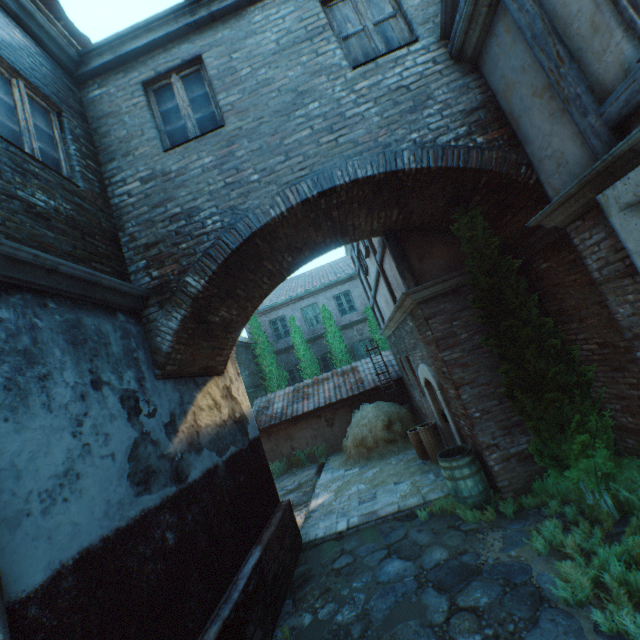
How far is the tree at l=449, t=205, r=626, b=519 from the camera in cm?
414

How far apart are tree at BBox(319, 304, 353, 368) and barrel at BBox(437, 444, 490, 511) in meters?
10.4 m

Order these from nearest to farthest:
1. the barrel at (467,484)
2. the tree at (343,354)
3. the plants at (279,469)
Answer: the barrel at (467,484) < the plants at (279,469) < the tree at (343,354)

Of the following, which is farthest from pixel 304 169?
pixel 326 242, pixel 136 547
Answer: pixel 136 547

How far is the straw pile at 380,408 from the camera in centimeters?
1027cm

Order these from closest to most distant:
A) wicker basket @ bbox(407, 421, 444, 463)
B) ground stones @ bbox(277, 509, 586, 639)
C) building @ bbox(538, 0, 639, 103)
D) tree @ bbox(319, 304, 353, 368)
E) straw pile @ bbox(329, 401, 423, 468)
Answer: building @ bbox(538, 0, 639, 103) → ground stones @ bbox(277, 509, 586, 639) → wicker basket @ bbox(407, 421, 444, 463) → straw pile @ bbox(329, 401, 423, 468) → tree @ bbox(319, 304, 353, 368)

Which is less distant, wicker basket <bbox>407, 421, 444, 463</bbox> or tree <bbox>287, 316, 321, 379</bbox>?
wicker basket <bbox>407, 421, 444, 463</bbox>

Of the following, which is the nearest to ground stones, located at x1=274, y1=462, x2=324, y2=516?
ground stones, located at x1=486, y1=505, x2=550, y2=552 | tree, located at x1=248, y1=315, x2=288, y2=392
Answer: ground stones, located at x1=486, y1=505, x2=550, y2=552
